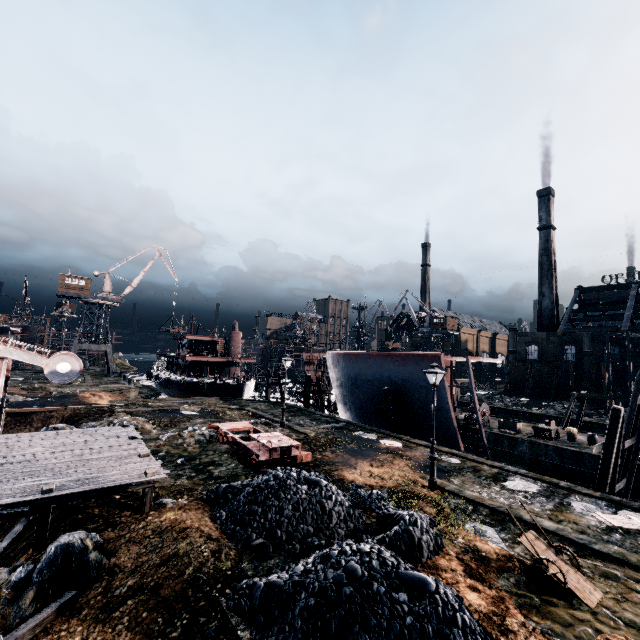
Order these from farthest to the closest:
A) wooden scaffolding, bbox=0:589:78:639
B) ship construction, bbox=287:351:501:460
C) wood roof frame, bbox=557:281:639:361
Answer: wood roof frame, bbox=557:281:639:361 → ship construction, bbox=287:351:501:460 → wooden scaffolding, bbox=0:589:78:639

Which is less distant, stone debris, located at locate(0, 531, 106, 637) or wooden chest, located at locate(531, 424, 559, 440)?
stone debris, located at locate(0, 531, 106, 637)

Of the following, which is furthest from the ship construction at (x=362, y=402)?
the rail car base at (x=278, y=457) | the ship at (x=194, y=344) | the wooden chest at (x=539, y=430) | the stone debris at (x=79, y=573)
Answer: the stone debris at (x=79, y=573)

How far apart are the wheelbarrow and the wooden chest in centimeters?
2423cm

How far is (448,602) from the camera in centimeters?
697cm

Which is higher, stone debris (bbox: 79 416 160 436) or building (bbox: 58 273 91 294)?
building (bbox: 58 273 91 294)

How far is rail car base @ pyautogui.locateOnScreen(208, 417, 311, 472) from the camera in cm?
1545

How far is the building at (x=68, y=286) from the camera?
54.7 meters
